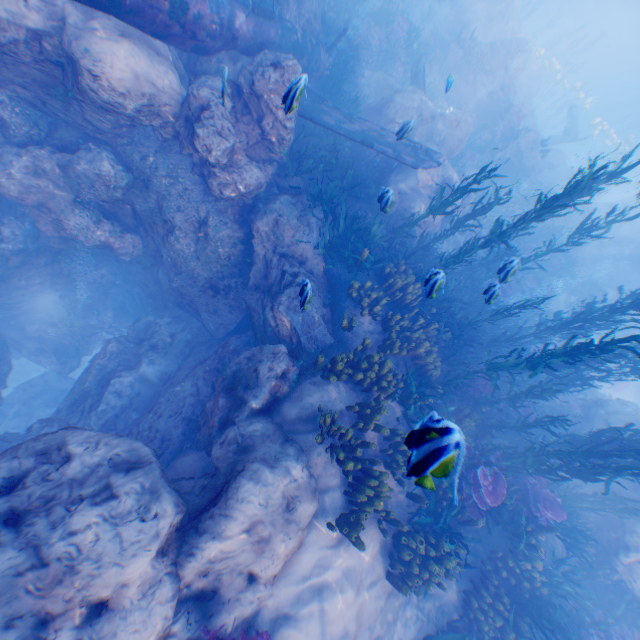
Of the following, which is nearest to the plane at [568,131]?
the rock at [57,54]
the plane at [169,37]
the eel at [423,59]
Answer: the rock at [57,54]

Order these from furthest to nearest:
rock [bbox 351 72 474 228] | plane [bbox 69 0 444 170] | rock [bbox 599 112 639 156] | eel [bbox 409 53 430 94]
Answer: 1. rock [bbox 599 112 639 156]
2. eel [bbox 409 53 430 94]
3. rock [bbox 351 72 474 228]
4. plane [bbox 69 0 444 170]

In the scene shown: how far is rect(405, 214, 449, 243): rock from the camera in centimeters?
1186cm

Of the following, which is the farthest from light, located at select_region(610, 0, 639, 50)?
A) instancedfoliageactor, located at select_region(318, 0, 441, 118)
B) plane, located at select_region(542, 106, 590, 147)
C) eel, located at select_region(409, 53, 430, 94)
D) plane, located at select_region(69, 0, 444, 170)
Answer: eel, located at select_region(409, 53, 430, 94)

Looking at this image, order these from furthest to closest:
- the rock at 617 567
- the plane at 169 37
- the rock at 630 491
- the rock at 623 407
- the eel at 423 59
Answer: the eel at 423 59 → the rock at 623 407 → the rock at 630 491 → the rock at 617 567 → the plane at 169 37

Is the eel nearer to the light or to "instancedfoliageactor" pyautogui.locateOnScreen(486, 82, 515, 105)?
"instancedfoliageactor" pyautogui.locateOnScreen(486, 82, 515, 105)

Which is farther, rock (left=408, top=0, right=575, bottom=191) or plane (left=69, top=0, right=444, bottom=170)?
rock (left=408, top=0, right=575, bottom=191)

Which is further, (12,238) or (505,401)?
(505,401)
